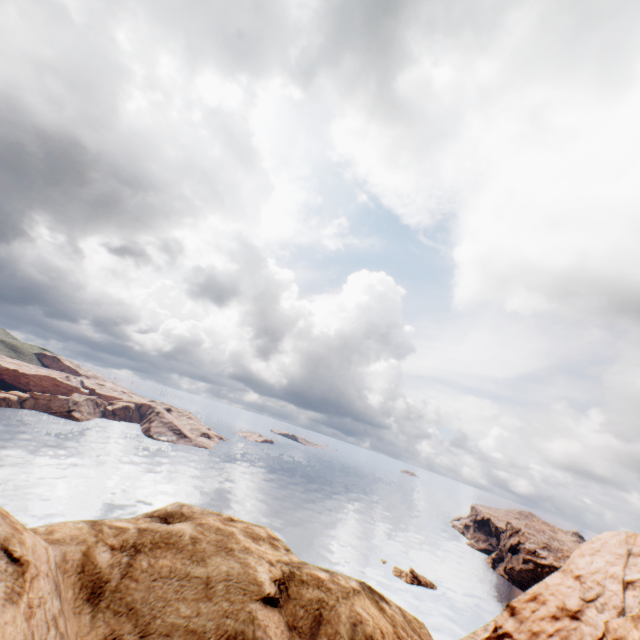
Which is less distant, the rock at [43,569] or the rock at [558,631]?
the rock at [43,569]

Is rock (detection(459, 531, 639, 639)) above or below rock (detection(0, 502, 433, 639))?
below

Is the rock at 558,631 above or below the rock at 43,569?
below

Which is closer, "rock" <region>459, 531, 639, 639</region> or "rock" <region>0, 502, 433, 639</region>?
"rock" <region>0, 502, 433, 639</region>

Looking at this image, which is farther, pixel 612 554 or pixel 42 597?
pixel 612 554
